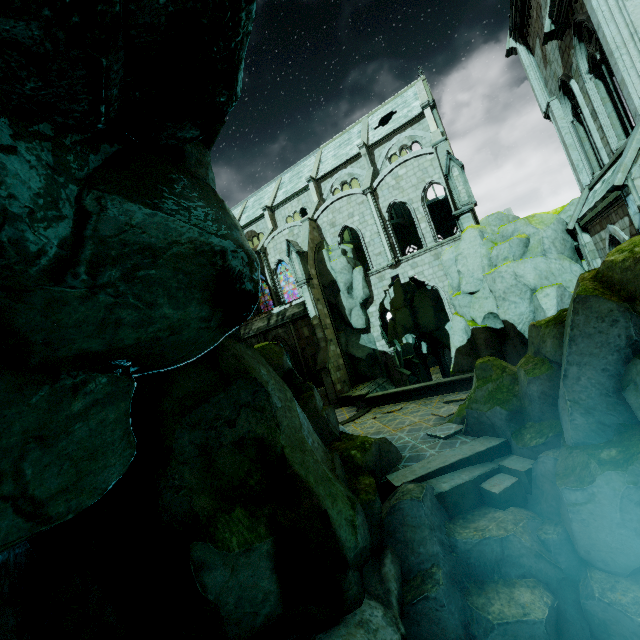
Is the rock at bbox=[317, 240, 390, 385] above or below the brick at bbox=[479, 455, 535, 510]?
above

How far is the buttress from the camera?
23.0m

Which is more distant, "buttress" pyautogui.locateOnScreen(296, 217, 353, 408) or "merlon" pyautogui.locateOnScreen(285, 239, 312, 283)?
"merlon" pyautogui.locateOnScreen(285, 239, 312, 283)

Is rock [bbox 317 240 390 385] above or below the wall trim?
above

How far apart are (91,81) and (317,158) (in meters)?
35.23

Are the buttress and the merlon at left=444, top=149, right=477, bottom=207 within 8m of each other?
no

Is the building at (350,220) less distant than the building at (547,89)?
No

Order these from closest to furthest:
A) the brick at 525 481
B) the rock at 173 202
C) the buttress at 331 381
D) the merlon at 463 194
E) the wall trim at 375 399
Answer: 1. the rock at 173 202
2. the brick at 525 481
3. the wall trim at 375 399
4. the merlon at 463 194
5. the buttress at 331 381
